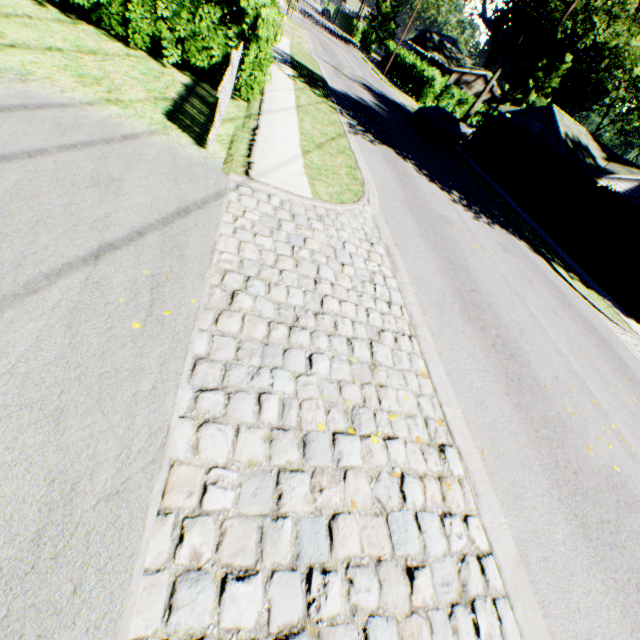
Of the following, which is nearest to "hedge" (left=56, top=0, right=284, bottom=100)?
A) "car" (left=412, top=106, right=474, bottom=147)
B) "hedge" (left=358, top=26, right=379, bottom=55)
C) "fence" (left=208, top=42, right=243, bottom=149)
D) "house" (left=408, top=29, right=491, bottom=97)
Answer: "fence" (left=208, top=42, right=243, bottom=149)

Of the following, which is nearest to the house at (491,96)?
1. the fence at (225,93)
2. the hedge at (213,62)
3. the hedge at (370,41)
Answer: the hedge at (370,41)

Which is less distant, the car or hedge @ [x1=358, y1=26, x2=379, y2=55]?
the car

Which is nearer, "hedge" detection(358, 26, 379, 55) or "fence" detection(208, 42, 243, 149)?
"fence" detection(208, 42, 243, 149)

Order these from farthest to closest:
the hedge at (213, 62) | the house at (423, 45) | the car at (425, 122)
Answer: the house at (423, 45), the car at (425, 122), the hedge at (213, 62)

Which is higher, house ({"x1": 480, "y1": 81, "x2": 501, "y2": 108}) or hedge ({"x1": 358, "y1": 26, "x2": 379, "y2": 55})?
house ({"x1": 480, "y1": 81, "x2": 501, "y2": 108})

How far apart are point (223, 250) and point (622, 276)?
16.94m

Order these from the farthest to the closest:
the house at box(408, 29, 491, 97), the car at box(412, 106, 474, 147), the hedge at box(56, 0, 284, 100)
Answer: the house at box(408, 29, 491, 97) → the car at box(412, 106, 474, 147) → the hedge at box(56, 0, 284, 100)
